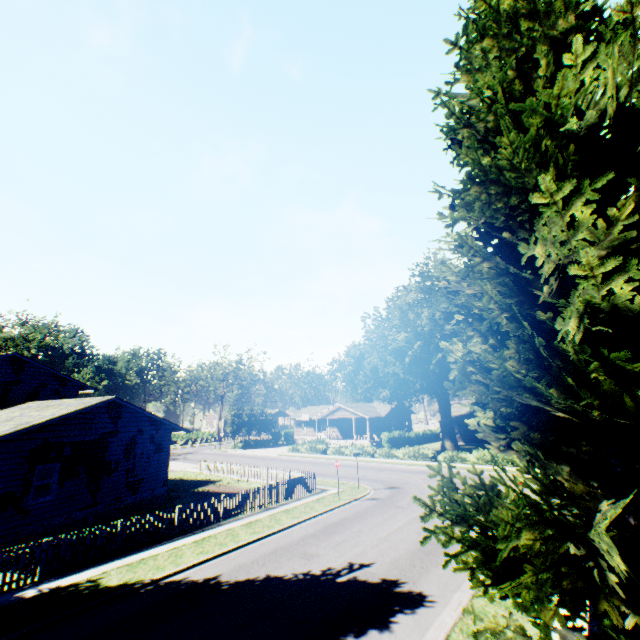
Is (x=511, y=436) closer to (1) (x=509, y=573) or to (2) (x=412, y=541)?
(1) (x=509, y=573)

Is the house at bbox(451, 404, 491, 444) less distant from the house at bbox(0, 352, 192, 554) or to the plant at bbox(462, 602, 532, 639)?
the plant at bbox(462, 602, 532, 639)

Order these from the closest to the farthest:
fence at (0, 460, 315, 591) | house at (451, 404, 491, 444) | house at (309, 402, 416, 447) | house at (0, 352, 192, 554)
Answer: fence at (0, 460, 315, 591), house at (0, 352, 192, 554), house at (451, 404, 491, 444), house at (309, 402, 416, 447)

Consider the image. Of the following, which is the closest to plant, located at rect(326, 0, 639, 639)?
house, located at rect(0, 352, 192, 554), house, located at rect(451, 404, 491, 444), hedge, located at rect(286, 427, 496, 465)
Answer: → house, located at rect(0, 352, 192, 554)

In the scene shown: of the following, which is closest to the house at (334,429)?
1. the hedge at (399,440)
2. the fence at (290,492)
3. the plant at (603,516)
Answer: the plant at (603,516)

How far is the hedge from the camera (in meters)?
31.05

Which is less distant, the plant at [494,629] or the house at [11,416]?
the plant at [494,629]

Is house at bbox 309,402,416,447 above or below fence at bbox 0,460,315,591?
above
